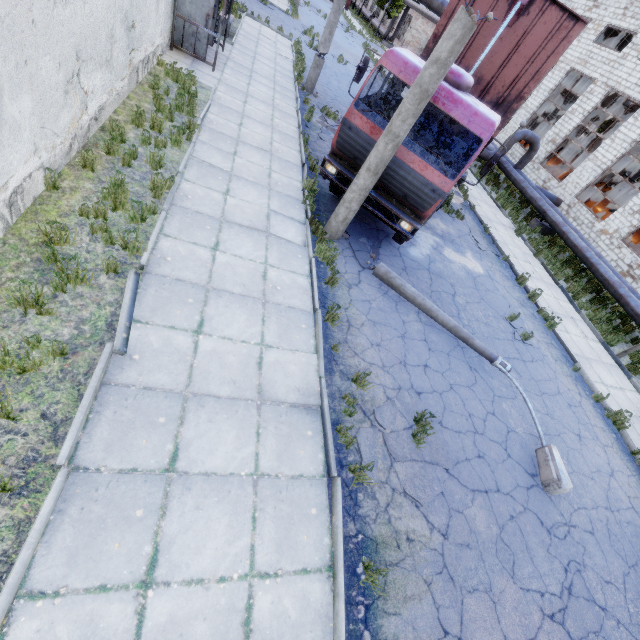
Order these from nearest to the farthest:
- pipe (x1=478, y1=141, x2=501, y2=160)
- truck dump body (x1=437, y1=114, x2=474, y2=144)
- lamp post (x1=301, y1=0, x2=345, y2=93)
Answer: truck dump body (x1=437, y1=114, x2=474, y2=144) < lamp post (x1=301, y1=0, x2=345, y2=93) < pipe (x1=478, y1=141, x2=501, y2=160)

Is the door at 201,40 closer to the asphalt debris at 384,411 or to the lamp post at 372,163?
the lamp post at 372,163

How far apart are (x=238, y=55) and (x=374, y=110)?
11.18m

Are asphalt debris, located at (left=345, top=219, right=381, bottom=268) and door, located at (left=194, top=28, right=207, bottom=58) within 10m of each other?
yes

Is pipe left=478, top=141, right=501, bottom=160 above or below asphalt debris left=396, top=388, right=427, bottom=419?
above

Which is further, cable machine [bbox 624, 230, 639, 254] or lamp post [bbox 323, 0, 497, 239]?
cable machine [bbox 624, 230, 639, 254]

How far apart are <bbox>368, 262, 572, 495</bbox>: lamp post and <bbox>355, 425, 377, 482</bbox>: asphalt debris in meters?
2.2 m

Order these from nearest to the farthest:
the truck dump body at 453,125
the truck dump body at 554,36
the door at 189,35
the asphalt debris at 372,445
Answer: the asphalt debris at 372,445
the truck dump body at 554,36
the truck dump body at 453,125
the door at 189,35
